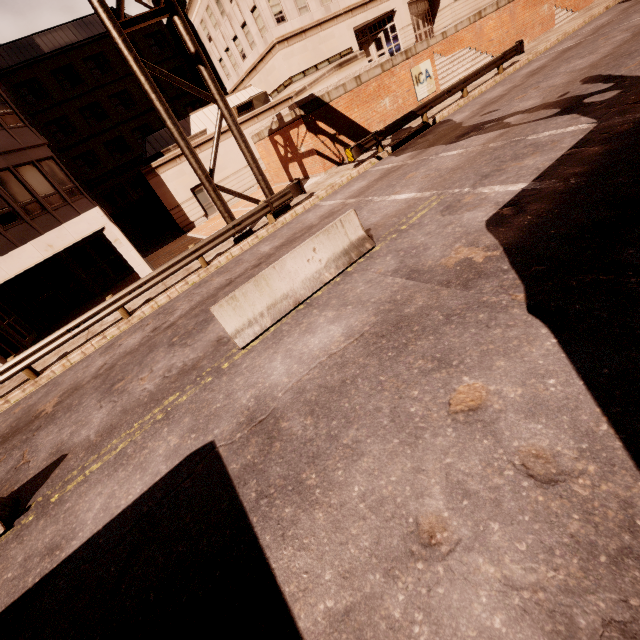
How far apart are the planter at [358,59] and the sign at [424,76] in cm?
255

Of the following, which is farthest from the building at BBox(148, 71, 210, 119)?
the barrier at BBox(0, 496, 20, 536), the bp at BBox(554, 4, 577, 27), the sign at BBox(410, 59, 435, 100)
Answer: the barrier at BBox(0, 496, 20, 536)

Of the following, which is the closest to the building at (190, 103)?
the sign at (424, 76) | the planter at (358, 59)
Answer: the planter at (358, 59)

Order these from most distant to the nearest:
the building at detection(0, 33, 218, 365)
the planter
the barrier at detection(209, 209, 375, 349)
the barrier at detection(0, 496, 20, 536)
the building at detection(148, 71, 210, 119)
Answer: the building at detection(148, 71, 210, 119) < the planter < the building at detection(0, 33, 218, 365) < the barrier at detection(209, 209, 375, 349) < the barrier at detection(0, 496, 20, 536)

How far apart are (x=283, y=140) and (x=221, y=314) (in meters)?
16.66

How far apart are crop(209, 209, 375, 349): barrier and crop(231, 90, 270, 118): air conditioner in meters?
23.8

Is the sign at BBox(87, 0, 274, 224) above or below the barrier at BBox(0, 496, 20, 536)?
above

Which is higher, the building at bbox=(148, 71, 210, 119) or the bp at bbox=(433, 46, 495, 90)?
the building at bbox=(148, 71, 210, 119)
